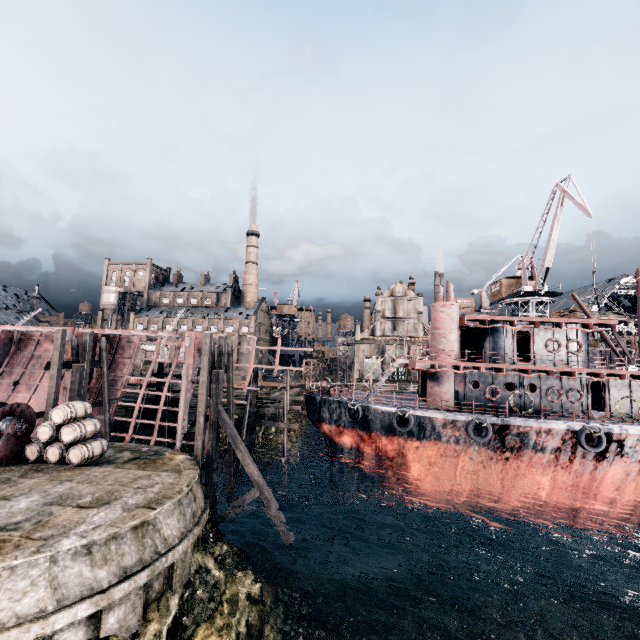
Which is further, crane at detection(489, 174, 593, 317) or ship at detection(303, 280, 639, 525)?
crane at detection(489, 174, 593, 317)

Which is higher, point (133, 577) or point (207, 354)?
point (207, 354)

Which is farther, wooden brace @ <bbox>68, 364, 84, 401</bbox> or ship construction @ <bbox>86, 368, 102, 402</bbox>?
ship construction @ <bbox>86, 368, 102, 402</bbox>

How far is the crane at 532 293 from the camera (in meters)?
36.52

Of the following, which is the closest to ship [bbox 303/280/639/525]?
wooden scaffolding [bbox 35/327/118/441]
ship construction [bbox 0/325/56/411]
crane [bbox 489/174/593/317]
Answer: ship construction [bbox 0/325/56/411]

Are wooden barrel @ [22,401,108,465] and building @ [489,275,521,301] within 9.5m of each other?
no

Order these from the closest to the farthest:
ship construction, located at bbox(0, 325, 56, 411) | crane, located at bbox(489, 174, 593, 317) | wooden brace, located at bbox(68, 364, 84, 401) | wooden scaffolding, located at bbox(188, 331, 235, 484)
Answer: Result: wooden scaffolding, located at bbox(188, 331, 235, 484) → wooden brace, located at bbox(68, 364, 84, 401) → ship construction, located at bbox(0, 325, 56, 411) → crane, located at bbox(489, 174, 593, 317)

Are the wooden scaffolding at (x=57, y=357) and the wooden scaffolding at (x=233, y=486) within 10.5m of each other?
yes
